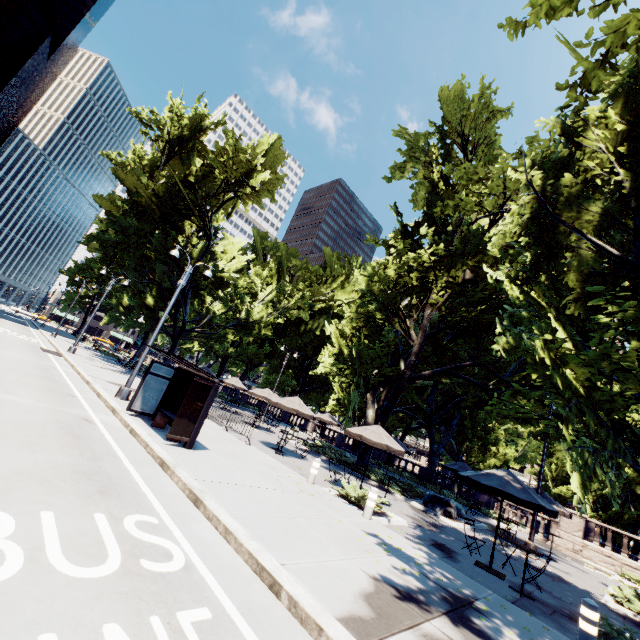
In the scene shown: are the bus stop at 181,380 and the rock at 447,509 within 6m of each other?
no

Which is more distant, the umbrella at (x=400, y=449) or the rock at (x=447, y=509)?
the rock at (x=447, y=509)

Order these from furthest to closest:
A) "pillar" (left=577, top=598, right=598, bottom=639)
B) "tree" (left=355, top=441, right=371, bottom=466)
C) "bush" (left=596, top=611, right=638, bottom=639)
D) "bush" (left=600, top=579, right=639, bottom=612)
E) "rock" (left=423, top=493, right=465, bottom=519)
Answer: "tree" (left=355, top=441, right=371, bottom=466) → "rock" (left=423, top=493, right=465, bottom=519) → "bush" (left=600, top=579, right=639, bottom=612) → "bush" (left=596, top=611, right=638, bottom=639) → "pillar" (left=577, top=598, right=598, bottom=639)

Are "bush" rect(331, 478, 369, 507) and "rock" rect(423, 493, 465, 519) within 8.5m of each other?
yes

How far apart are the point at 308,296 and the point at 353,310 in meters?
17.3 m

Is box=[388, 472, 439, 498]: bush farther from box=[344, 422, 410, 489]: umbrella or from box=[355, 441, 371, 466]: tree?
box=[344, 422, 410, 489]: umbrella

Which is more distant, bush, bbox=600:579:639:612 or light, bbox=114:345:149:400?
light, bbox=114:345:149:400

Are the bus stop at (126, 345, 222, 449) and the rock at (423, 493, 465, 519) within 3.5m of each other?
no
